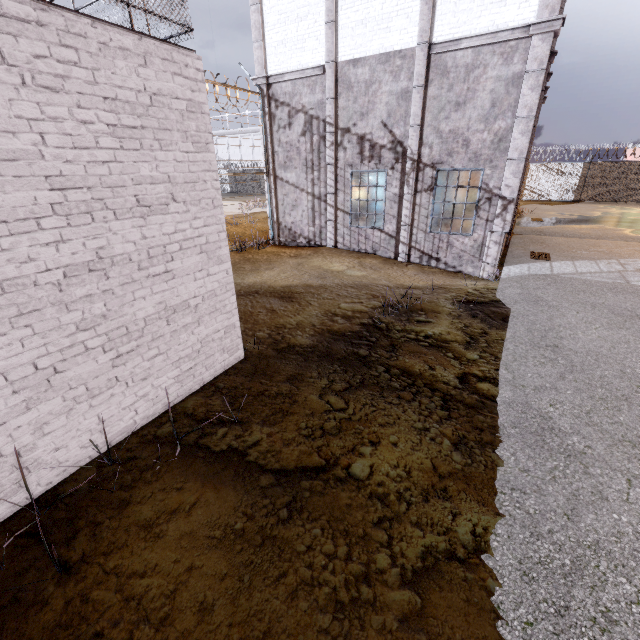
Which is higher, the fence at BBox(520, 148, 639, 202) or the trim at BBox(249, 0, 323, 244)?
the trim at BBox(249, 0, 323, 244)

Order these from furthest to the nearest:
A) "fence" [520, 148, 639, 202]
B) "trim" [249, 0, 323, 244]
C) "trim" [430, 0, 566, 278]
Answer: "fence" [520, 148, 639, 202], "trim" [249, 0, 323, 244], "trim" [430, 0, 566, 278]

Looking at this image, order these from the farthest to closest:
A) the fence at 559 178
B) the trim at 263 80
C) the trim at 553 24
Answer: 1. the fence at 559 178
2. the trim at 263 80
3. the trim at 553 24

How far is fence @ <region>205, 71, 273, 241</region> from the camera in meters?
11.1 m

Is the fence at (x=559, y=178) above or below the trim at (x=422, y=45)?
below

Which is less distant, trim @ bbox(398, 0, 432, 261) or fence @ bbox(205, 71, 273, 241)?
trim @ bbox(398, 0, 432, 261)

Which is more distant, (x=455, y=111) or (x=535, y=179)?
(x=535, y=179)
